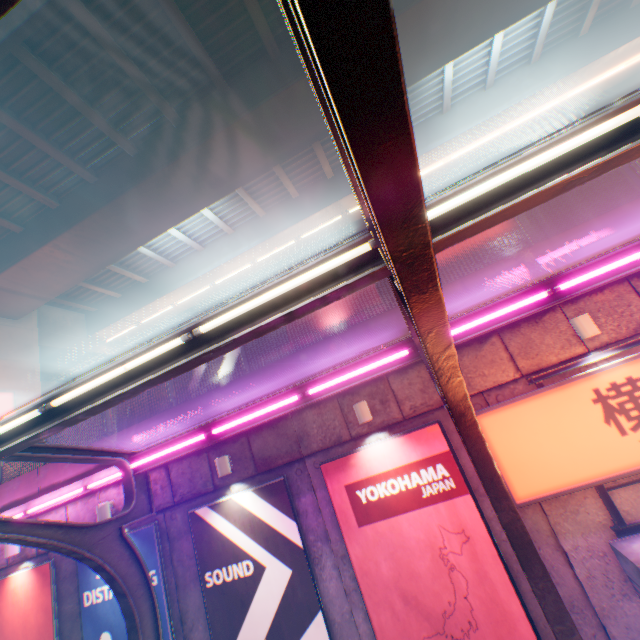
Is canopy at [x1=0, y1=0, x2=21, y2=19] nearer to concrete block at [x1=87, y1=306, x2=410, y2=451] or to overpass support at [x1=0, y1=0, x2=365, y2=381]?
concrete block at [x1=87, y1=306, x2=410, y2=451]

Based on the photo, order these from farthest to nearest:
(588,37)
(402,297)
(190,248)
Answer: (190,248), (588,37), (402,297)

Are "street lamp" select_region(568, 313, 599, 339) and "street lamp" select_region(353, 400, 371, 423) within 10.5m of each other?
yes

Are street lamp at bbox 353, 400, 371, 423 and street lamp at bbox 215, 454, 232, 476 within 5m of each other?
yes

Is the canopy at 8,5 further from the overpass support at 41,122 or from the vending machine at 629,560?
the overpass support at 41,122

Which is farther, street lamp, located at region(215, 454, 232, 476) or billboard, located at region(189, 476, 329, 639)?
street lamp, located at region(215, 454, 232, 476)

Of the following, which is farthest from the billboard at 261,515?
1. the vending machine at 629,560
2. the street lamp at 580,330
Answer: the street lamp at 580,330

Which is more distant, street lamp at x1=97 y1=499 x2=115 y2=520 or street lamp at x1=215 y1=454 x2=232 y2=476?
street lamp at x1=97 y1=499 x2=115 y2=520
